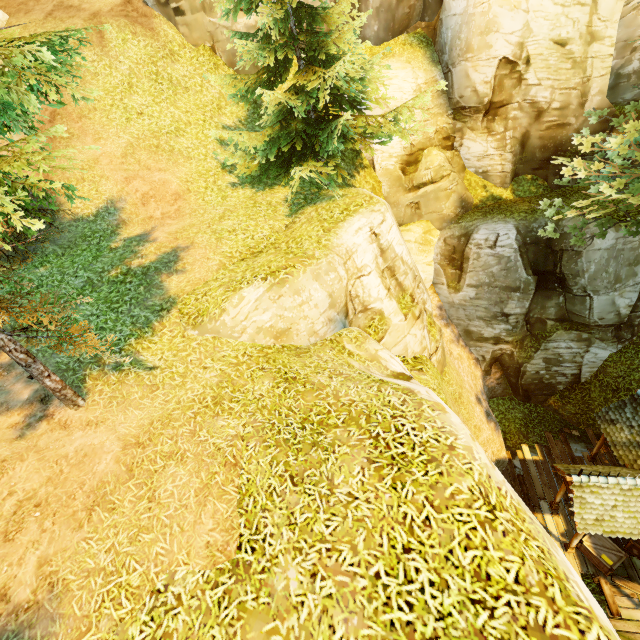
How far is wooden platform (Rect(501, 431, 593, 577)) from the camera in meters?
13.4

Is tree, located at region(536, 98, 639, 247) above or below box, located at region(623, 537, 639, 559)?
above

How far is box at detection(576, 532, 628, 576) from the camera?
12.0m

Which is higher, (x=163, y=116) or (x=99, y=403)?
(x=163, y=116)

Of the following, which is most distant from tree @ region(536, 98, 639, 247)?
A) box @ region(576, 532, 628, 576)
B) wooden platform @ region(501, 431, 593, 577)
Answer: box @ region(576, 532, 628, 576)

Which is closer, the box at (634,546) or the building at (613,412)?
the building at (613,412)

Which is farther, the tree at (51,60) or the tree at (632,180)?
the tree at (632,180)
